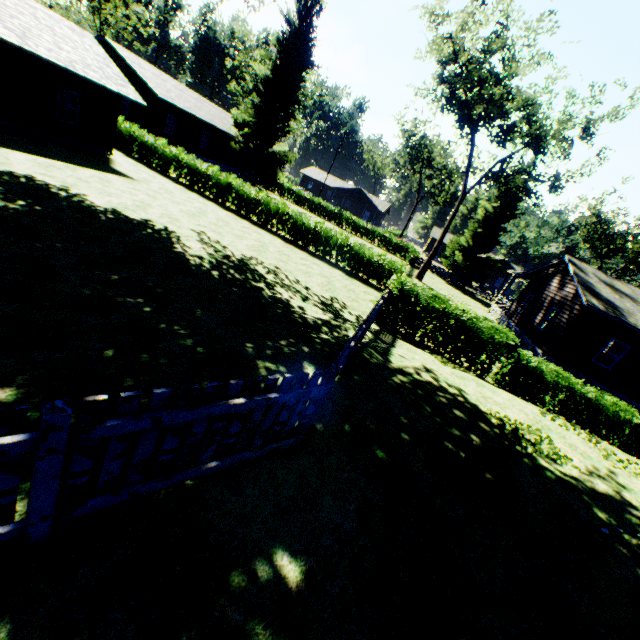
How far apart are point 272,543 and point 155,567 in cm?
89

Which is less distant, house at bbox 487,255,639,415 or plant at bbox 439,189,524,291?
house at bbox 487,255,639,415

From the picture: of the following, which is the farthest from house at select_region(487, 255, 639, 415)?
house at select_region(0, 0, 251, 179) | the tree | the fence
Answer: house at select_region(0, 0, 251, 179)

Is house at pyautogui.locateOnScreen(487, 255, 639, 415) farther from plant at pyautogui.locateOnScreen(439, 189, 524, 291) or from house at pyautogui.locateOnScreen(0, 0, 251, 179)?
house at pyautogui.locateOnScreen(0, 0, 251, 179)

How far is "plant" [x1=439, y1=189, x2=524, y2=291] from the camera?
38.06m

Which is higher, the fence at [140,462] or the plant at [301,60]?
the plant at [301,60]

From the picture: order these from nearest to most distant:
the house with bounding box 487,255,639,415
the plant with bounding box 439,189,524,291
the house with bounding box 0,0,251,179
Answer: the house with bounding box 0,0,251,179, the house with bounding box 487,255,639,415, the plant with bounding box 439,189,524,291
